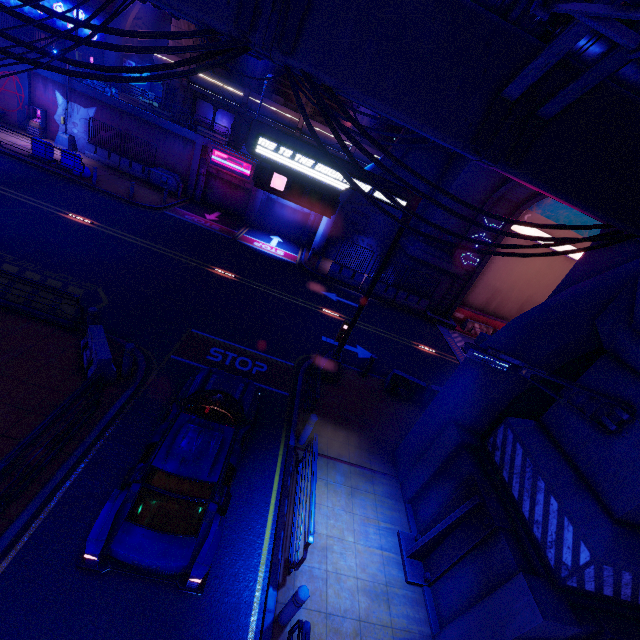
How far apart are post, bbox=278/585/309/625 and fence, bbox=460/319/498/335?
22.2 meters

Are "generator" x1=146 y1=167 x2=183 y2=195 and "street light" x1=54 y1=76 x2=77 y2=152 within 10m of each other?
yes

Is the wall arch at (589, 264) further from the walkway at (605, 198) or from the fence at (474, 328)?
the fence at (474, 328)

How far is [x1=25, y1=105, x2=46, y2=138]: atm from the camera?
23.28m

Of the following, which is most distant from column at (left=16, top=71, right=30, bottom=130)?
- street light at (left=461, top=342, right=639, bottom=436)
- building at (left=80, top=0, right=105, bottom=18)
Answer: street light at (left=461, top=342, right=639, bottom=436)

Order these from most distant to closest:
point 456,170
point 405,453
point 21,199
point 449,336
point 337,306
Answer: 1. point 449,336
2. point 456,170
3. point 337,306
4. point 21,199
5. point 405,453

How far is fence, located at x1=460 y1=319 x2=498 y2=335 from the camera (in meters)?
24.31

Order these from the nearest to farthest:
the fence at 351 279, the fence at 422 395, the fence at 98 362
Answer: the fence at 98 362, the fence at 422 395, the fence at 351 279
